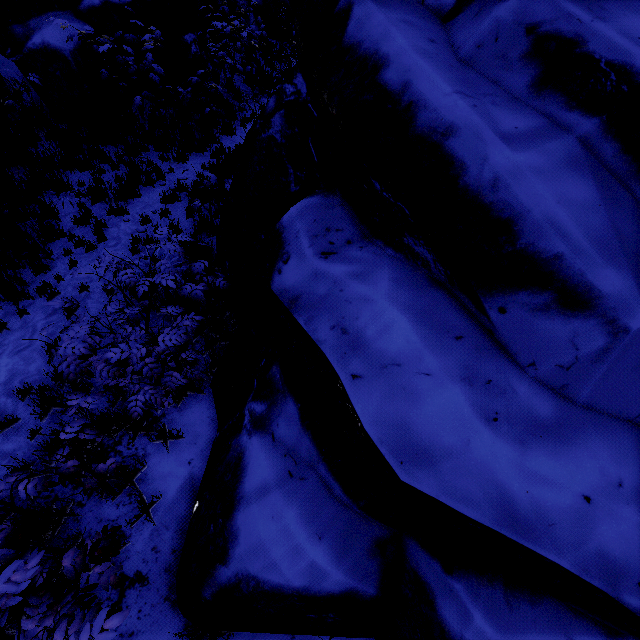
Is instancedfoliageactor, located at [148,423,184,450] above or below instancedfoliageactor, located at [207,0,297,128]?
above

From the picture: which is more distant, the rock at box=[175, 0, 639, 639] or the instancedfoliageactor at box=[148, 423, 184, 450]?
the instancedfoliageactor at box=[148, 423, 184, 450]

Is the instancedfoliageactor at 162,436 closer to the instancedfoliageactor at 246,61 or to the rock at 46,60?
the rock at 46,60

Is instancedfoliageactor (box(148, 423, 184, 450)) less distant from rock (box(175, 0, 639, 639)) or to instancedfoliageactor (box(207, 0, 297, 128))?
rock (box(175, 0, 639, 639))

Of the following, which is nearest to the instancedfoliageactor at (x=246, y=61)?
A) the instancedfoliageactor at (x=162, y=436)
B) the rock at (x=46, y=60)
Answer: the rock at (x=46, y=60)

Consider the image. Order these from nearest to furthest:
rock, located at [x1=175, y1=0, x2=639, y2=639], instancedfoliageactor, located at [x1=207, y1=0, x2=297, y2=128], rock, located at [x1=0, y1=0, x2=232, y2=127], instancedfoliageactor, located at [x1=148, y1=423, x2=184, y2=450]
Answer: rock, located at [x1=175, y1=0, x2=639, y2=639], instancedfoliageactor, located at [x1=148, y1=423, x2=184, y2=450], rock, located at [x1=0, y1=0, x2=232, y2=127], instancedfoliageactor, located at [x1=207, y1=0, x2=297, y2=128]

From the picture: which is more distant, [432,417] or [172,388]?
[172,388]

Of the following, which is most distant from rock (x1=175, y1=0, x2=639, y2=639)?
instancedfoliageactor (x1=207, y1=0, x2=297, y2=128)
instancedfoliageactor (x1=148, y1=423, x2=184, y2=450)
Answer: instancedfoliageactor (x1=207, y1=0, x2=297, y2=128)
